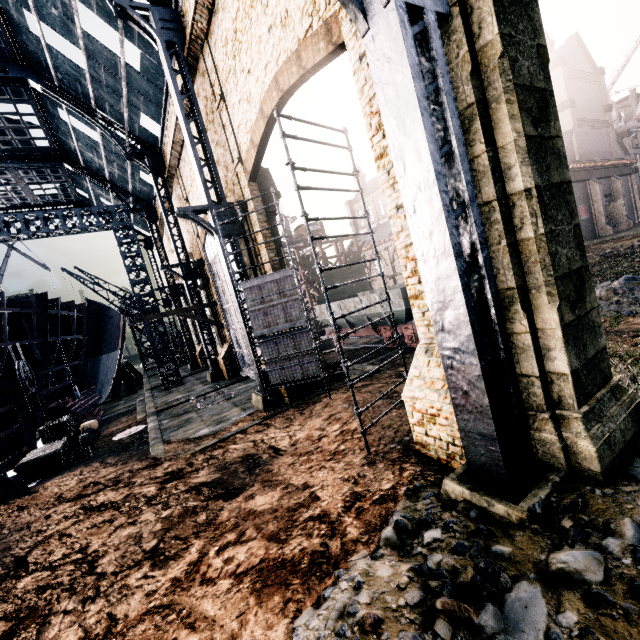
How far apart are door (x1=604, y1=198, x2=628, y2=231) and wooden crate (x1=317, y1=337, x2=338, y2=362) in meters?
37.1

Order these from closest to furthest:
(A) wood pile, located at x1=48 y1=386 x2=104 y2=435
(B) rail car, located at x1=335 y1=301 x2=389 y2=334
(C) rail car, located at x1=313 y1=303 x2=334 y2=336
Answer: (B) rail car, located at x1=335 y1=301 x2=389 y2=334
(A) wood pile, located at x1=48 y1=386 x2=104 y2=435
(C) rail car, located at x1=313 y1=303 x2=334 y2=336

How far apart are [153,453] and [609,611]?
14.2m

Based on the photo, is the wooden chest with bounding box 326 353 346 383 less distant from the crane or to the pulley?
the pulley

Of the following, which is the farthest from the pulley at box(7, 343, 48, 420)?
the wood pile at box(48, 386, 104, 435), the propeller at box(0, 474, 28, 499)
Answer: the wood pile at box(48, 386, 104, 435)

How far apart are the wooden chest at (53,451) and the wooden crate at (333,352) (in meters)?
12.68

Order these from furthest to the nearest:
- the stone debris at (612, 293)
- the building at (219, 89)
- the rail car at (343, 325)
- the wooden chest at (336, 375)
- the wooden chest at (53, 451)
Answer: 1. the rail car at (343, 325)
2. the wooden chest at (336, 375)
3. the stone debris at (612, 293)
4. the wooden chest at (53, 451)
5. the building at (219, 89)

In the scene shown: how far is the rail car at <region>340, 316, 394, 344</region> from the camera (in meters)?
20.84
